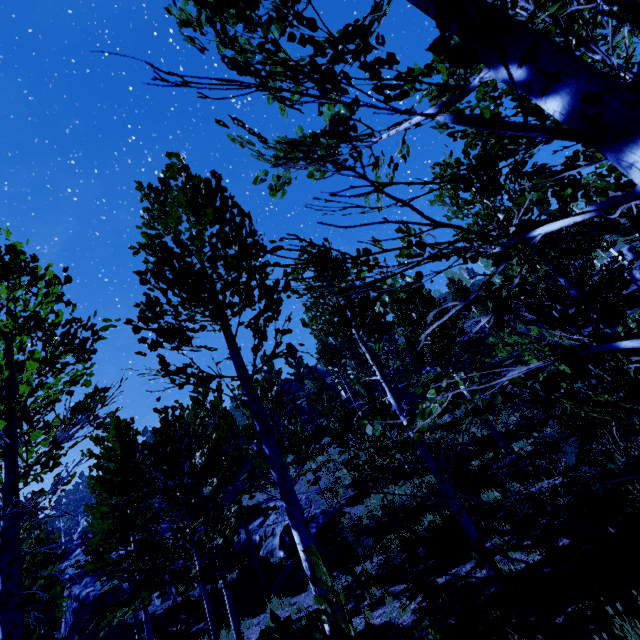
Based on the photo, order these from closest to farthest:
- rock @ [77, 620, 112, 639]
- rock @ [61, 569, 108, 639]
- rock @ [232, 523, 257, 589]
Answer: rock @ [232, 523, 257, 589]
rock @ [77, 620, 112, 639]
rock @ [61, 569, 108, 639]

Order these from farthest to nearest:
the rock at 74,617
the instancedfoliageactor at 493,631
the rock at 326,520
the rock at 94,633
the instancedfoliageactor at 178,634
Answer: the rock at 74,617, the rock at 94,633, the rock at 326,520, the instancedfoliageactor at 178,634, the instancedfoliageactor at 493,631

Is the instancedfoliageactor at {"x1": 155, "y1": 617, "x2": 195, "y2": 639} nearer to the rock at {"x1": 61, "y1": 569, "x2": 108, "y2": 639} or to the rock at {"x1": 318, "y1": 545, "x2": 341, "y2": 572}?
the rock at {"x1": 61, "y1": 569, "x2": 108, "y2": 639}

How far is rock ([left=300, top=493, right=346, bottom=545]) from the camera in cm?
1711

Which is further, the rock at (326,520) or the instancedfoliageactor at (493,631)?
the rock at (326,520)

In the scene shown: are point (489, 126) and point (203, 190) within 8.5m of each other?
yes

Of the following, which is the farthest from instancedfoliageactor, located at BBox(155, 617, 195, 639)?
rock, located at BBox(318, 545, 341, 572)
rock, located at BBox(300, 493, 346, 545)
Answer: rock, located at BBox(318, 545, 341, 572)
